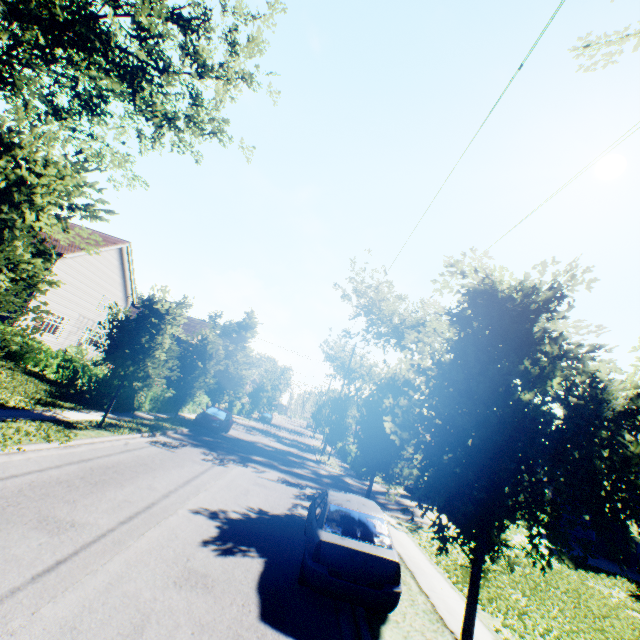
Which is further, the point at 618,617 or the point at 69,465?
the point at 618,617

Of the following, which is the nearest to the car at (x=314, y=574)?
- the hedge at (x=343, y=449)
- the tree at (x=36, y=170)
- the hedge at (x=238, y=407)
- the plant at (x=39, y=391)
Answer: the tree at (x=36, y=170)

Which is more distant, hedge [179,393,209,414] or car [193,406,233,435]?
hedge [179,393,209,414]

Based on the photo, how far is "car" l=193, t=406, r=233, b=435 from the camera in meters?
21.7

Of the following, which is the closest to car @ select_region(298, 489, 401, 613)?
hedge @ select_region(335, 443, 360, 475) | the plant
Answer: the plant

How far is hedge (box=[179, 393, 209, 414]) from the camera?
26.7 meters

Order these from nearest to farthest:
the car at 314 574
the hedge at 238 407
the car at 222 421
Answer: the car at 314 574, the car at 222 421, the hedge at 238 407

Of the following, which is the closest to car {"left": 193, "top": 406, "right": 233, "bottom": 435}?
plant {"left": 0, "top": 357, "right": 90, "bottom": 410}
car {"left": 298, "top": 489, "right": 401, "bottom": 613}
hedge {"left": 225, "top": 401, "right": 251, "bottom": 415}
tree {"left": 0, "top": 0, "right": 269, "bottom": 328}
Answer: tree {"left": 0, "top": 0, "right": 269, "bottom": 328}
